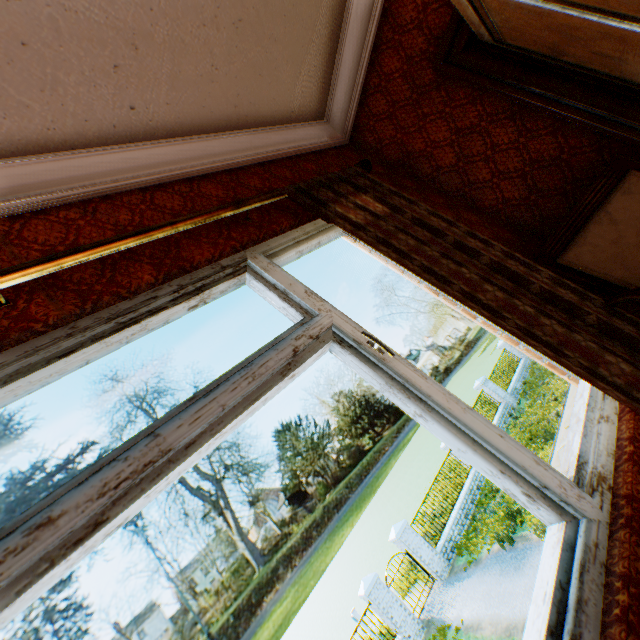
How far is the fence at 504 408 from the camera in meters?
18.4

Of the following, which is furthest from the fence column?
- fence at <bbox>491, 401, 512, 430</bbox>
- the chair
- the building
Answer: the chair

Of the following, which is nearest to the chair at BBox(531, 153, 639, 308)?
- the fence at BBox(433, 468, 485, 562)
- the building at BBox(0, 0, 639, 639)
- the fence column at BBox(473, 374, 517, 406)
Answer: the building at BBox(0, 0, 639, 639)

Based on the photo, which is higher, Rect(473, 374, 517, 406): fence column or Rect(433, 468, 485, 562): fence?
Rect(473, 374, 517, 406): fence column

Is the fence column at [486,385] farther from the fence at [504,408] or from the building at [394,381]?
the building at [394,381]

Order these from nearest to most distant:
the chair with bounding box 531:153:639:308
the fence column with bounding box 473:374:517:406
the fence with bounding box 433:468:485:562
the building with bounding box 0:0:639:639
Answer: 1. the building with bounding box 0:0:639:639
2. the chair with bounding box 531:153:639:308
3. the fence with bounding box 433:468:485:562
4. the fence column with bounding box 473:374:517:406

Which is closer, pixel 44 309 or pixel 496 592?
pixel 44 309

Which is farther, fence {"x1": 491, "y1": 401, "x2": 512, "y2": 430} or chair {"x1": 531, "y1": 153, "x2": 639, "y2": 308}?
fence {"x1": 491, "y1": 401, "x2": 512, "y2": 430}
